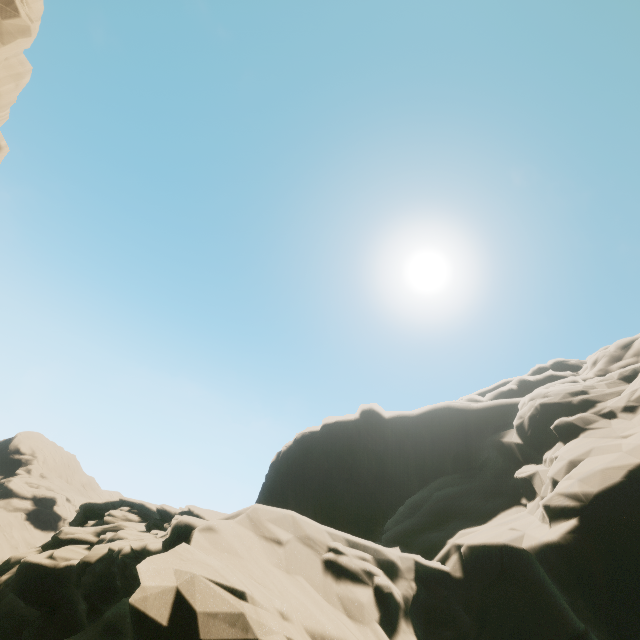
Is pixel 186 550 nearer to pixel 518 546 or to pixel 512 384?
pixel 518 546

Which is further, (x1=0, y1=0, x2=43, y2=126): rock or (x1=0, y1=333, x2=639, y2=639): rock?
(x1=0, y1=0, x2=43, y2=126): rock

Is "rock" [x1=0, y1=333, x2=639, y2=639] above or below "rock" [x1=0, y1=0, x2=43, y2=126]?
below

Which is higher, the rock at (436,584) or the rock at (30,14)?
the rock at (30,14)

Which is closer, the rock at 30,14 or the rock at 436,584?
the rock at 436,584
